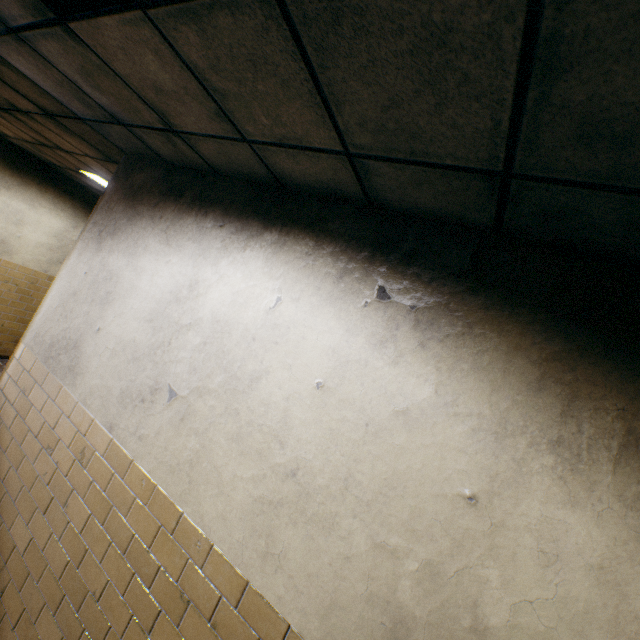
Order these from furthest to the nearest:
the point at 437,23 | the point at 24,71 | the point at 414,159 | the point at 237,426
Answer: the point at 24,71 < the point at 237,426 < the point at 414,159 < the point at 437,23
